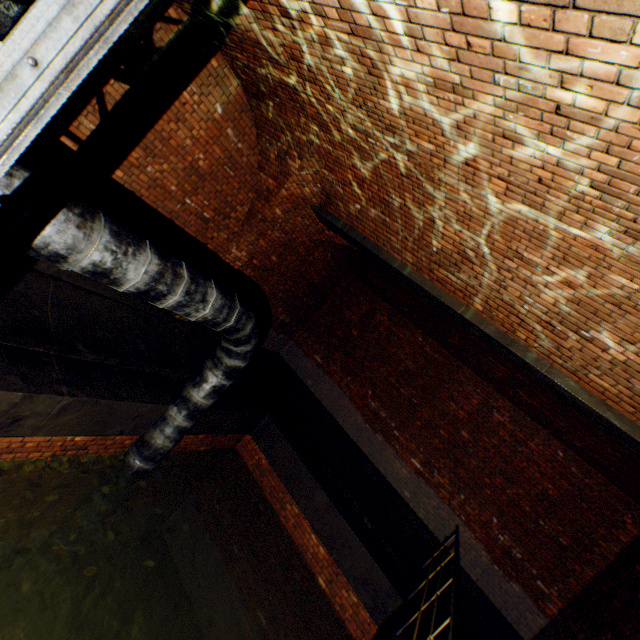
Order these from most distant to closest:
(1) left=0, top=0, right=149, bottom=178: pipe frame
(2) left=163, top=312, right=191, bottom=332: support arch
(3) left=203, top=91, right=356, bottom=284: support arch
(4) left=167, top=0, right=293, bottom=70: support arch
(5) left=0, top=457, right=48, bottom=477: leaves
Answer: (2) left=163, top=312, right=191, bottom=332: support arch → (3) left=203, top=91, right=356, bottom=284: support arch → (5) left=0, top=457, right=48, bottom=477: leaves → (4) left=167, top=0, right=293, bottom=70: support arch → (1) left=0, top=0, right=149, bottom=178: pipe frame

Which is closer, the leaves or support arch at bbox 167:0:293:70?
support arch at bbox 167:0:293:70

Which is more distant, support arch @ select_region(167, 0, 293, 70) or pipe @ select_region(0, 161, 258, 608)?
support arch @ select_region(167, 0, 293, 70)

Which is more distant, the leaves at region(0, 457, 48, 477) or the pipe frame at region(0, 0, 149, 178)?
the leaves at region(0, 457, 48, 477)

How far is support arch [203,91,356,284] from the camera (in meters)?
4.93

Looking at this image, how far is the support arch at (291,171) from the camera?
4.9 meters

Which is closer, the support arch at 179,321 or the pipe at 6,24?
the pipe at 6,24

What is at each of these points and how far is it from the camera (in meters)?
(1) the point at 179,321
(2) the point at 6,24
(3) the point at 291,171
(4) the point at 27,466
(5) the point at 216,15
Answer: (1) support arch, 7.11
(2) pipe, 0.82
(3) support arch, 5.56
(4) leaves, 4.27
(5) support arch, 3.43
